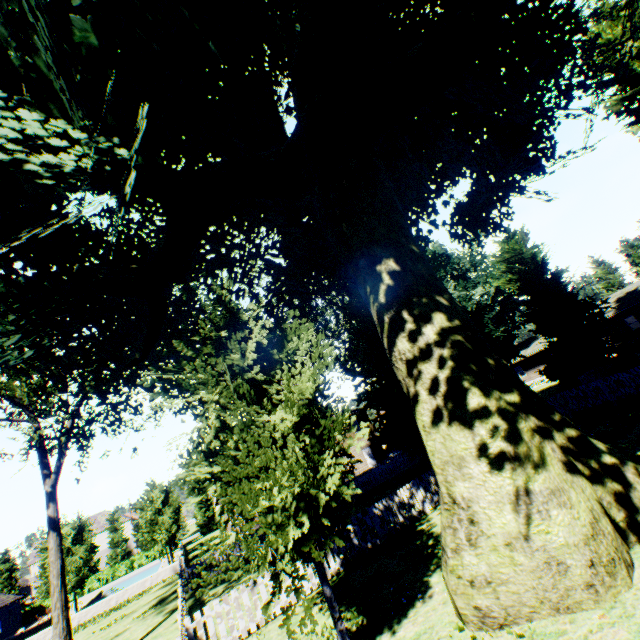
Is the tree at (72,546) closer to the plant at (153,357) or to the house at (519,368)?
the plant at (153,357)

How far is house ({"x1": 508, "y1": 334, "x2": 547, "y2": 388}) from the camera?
45.3m

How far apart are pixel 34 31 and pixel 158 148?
7.4m

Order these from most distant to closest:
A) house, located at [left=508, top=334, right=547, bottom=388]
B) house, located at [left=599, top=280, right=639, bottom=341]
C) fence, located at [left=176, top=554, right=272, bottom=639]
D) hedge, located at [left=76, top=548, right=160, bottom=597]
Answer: A: hedge, located at [left=76, top=548, right=160, bottom=597] → house, located at [left=508, top=334, right=547, bottom=388] → house, located at [left=599, top=280, right=639, bottom=341] → fence, located at [left=176, top=554, right=272, bottom=639]

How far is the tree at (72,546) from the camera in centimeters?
2627cm

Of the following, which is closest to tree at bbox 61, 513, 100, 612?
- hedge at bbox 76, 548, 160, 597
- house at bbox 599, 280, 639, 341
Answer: hedge at bbox 76, 548, 160, 597

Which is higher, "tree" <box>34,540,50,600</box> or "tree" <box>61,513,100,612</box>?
"tree" <box>61,513,100,612</box>

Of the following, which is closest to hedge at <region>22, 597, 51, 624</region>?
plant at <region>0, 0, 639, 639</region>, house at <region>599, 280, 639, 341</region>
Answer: plant at <region>0, 0, 639, 639</region>
